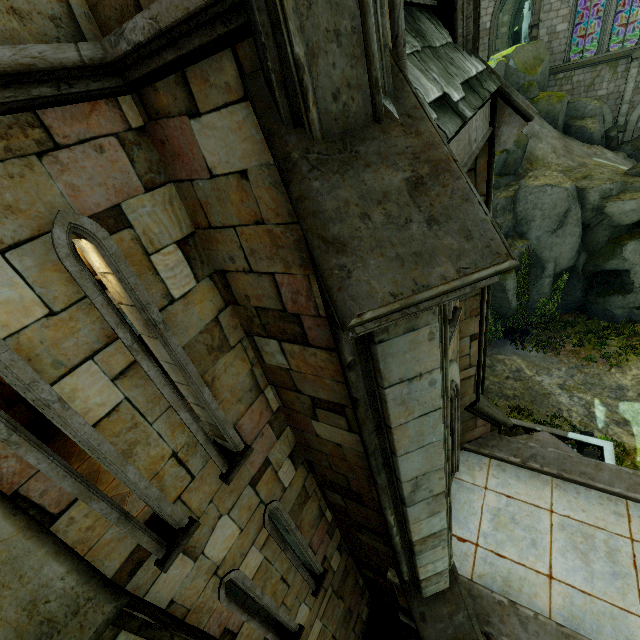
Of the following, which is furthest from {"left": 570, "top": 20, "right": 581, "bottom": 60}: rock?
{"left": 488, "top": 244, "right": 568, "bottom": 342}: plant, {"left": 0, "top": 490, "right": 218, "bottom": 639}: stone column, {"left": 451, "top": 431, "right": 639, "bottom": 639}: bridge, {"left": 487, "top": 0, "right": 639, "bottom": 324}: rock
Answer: {"left": 0, "top": 490, "right": 218, "bottom": 639}: stone column

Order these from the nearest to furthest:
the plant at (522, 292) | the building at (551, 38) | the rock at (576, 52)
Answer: the plant at (522, 292)
the building at (551, 38)
the rock at (576, 52)

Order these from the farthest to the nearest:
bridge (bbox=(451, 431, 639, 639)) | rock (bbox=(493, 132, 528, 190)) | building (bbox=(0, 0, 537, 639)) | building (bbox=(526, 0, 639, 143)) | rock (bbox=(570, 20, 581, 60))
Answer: rock (bbox=(570, 20, 581, 60)), building (bbox=(526, 0, 639, 143)), rock (bbox=(493, 132, 528, 190)), bridge (bbox=(451, 431, 639, 639)), building (bbox=(0, 0, 537, 639))

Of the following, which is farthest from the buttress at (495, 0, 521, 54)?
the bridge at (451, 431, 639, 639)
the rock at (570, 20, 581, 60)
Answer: the bridge at (451, 431, 639, 639)

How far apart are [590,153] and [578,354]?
14.1m

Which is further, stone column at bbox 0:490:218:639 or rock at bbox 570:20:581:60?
rock at bbox 570:20:581:60

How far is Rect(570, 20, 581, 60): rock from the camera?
30.6m

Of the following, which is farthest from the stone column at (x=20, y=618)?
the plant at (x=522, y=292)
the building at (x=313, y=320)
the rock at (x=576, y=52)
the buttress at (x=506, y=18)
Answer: the buttress at (x=506, y=18)
